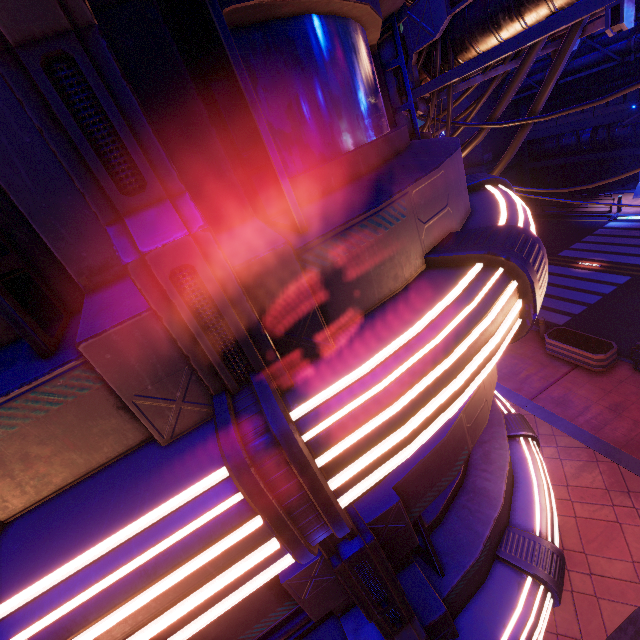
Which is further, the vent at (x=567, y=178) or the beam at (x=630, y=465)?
the vent at (x=567, y=178)

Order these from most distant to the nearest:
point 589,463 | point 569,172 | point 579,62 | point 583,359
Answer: point 569,172 → point 579,62 → point 583,359 → point 589,463

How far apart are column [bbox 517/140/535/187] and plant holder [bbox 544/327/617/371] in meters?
22.3 m

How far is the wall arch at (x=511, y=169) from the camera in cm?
2855

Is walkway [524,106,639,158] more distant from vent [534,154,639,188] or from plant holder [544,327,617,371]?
plant holder [544,327,617,371]

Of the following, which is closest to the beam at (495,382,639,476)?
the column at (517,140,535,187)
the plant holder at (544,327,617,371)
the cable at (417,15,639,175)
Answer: the plant holder at (544,327,617,371)

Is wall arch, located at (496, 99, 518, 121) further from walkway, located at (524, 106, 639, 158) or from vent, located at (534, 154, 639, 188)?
vent, located at (534, 154, 639, 188)

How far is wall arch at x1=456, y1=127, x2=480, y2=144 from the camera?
27.38m
